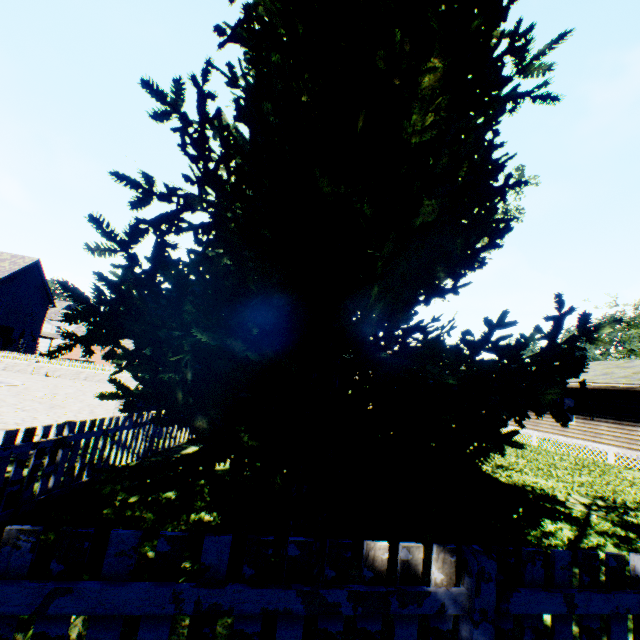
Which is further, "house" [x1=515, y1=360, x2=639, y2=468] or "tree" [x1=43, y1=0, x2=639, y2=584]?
"house" [x1=515, y1=360, x2=639, y2=468]

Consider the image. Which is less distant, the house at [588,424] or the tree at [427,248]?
the tree at [427,248]

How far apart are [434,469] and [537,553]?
0.80m
